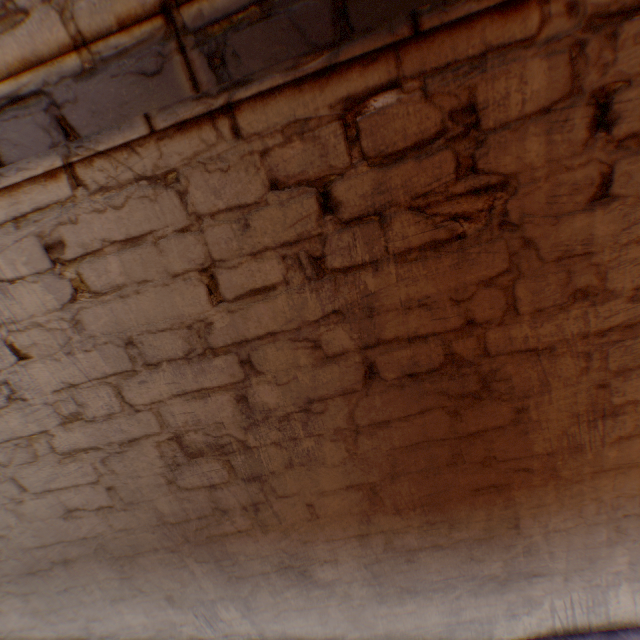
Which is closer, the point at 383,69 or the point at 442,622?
the point at 383,69
